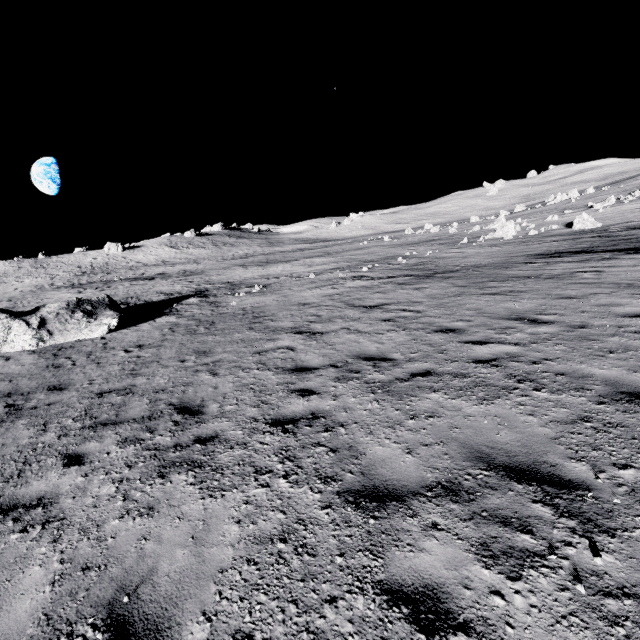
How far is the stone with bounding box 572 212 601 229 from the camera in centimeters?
2473cm

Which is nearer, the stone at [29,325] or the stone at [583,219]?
the stone at [29,325]

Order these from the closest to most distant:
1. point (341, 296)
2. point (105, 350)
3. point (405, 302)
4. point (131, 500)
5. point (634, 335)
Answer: point (131, 500), point (634, 335), point (405, 302), point (105, 350), point (341, 296)

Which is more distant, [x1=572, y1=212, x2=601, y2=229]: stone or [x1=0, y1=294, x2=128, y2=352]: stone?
[x1=572, y1=212, x2=601, y2=229]: stone

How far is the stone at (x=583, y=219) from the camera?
24.7m
